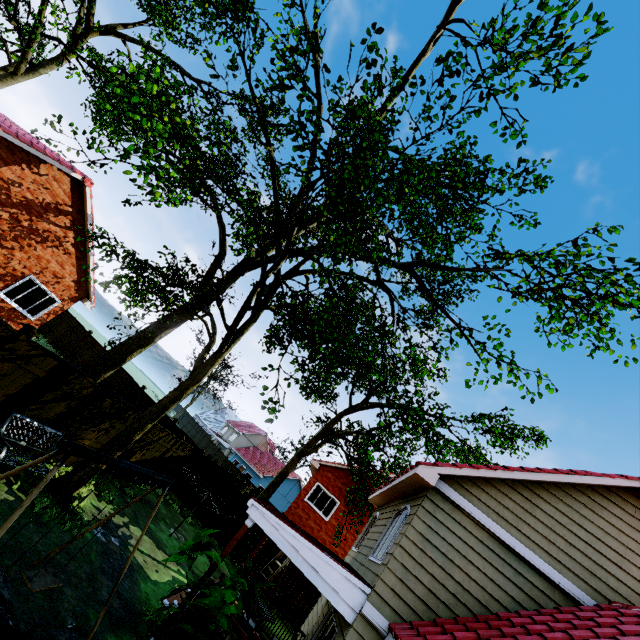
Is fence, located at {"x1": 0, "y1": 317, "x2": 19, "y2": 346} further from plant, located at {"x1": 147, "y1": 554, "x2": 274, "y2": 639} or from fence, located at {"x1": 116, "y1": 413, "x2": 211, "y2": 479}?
plant, located at {"x1": 147, "y1": 554, "x2": 274, "y2": 639}

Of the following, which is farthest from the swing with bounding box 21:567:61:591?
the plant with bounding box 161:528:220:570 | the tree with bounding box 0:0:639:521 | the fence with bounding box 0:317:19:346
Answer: Answer: the tree with bounding box 0:0:639:521

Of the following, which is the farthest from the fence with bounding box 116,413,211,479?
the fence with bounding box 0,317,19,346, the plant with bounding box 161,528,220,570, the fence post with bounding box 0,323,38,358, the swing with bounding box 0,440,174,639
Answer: the plant with bounding box 161,528,220,570

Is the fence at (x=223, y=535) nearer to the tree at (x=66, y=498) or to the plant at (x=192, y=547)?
the tree at (x=66, y=498)

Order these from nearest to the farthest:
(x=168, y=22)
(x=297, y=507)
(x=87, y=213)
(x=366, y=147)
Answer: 1. (x=366, y=147)
2. (x=87, y=213)
3. (x=297, y=507)
4. (x=168, y=22)

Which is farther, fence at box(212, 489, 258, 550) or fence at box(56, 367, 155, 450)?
fence at box(212, 489, 258, 550)

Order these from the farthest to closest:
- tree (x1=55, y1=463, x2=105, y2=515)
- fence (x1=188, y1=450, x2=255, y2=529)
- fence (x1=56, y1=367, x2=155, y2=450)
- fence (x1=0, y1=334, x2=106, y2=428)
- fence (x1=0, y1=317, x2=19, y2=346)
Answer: fence (x1=188, y1=450, x2=255, y2=529)
fence (x1=56, y1=367, x2=155, y2=450)
tree (x1=55, y1=463, x2=105, y2=515)
fence (x1=0, y1=334, x2=106, y2=428)
fence (x1=0, y1=317, x2=19, y2=346)

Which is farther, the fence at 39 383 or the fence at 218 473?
the fence at 218 473
